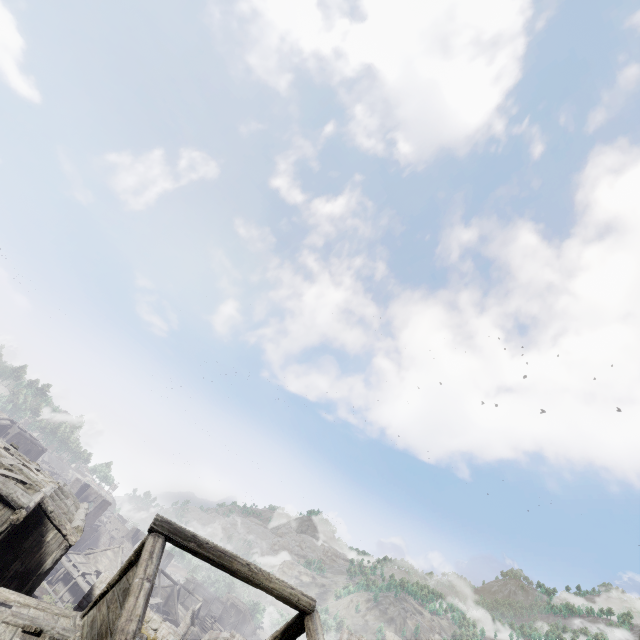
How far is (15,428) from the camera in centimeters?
4744cm

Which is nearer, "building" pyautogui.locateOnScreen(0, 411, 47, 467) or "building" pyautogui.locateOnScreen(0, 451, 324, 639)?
"building" pyautogui.locateOnScreen(0, 451, 324, 639)

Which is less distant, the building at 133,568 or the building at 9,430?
the building at 133,568
